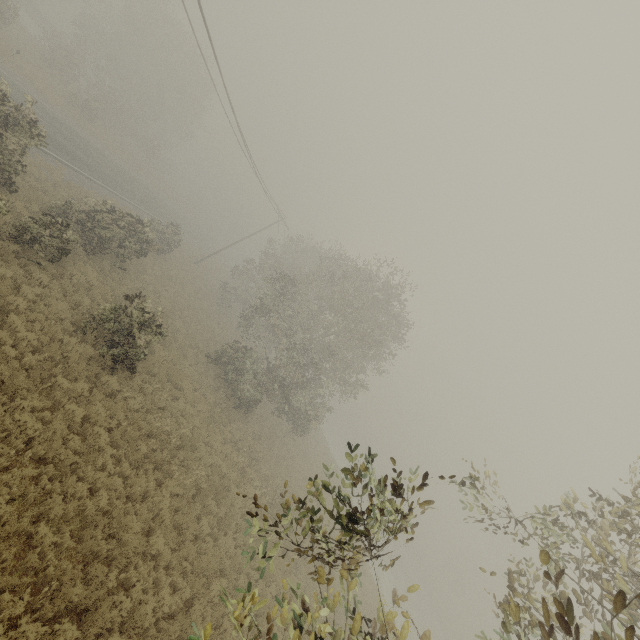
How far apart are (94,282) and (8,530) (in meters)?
11.42
